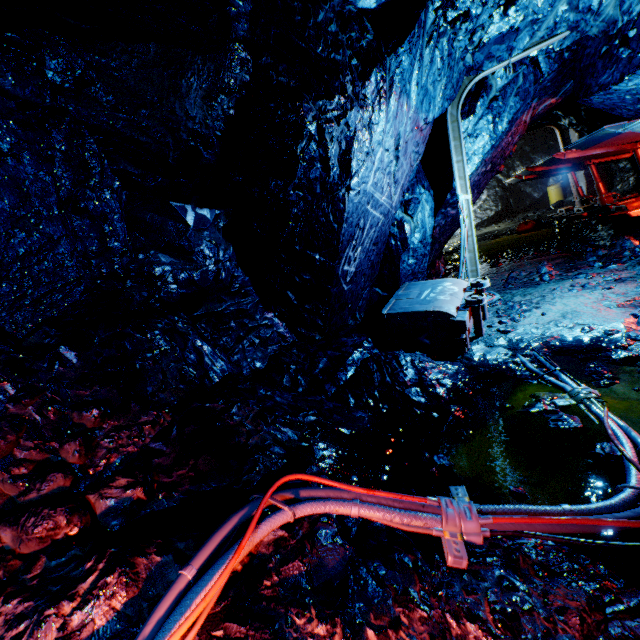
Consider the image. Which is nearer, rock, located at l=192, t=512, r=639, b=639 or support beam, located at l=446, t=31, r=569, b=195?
rock, located at l=192, t=512, r=639, b=639

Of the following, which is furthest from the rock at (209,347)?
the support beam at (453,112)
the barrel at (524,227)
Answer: the barrel at (524,227)

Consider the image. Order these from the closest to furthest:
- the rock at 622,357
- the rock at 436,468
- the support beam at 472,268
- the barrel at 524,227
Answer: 1. the rock at 436,468
2. the rock at 622,357
3. the support beam at 472,268
4. the barrel at 524,227

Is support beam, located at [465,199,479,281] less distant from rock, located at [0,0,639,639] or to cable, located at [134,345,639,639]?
rock, located at [0,0,639,639]

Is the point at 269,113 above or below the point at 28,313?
above

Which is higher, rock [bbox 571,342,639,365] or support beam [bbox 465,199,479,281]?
support beam [bbox 465,199,479,281]

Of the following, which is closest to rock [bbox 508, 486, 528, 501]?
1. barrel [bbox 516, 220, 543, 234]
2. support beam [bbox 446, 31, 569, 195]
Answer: support beam [bbox 446, 31, 569, 195]

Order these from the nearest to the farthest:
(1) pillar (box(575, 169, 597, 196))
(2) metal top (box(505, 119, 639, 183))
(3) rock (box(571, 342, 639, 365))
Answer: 1. (3) rock (box(571, 342, 639, 365))
2. (2) metal top (box(505, 119, 639, 183))
3. (1) pillar (box(575, 169, 597, 196))
